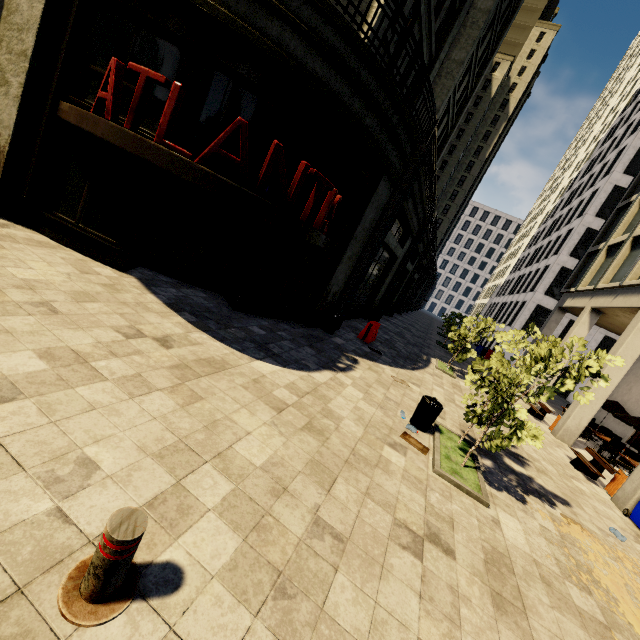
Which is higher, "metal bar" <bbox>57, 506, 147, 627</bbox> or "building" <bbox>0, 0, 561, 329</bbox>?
"building" <bbox>0, 0, 561, 329</bbox>

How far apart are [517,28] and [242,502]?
87.8 meters

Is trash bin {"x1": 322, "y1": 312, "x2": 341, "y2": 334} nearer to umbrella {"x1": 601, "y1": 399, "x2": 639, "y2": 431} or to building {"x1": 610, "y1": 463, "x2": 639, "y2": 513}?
building {"x1": 610, "y1": 463, "x2": 639, "y2": 513}

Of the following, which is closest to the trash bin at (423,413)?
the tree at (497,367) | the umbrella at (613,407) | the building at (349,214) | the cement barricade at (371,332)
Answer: the tree at (497,367)

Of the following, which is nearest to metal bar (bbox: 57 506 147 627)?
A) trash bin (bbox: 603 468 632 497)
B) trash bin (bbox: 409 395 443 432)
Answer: trash bin (bbox: 409 395 443 432)

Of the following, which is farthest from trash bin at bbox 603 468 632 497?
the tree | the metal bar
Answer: the metal bar

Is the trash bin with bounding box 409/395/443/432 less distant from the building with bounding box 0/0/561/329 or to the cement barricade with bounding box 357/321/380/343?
the building with bounding box 0/0/561/329

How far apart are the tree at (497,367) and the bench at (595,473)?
5.1m
